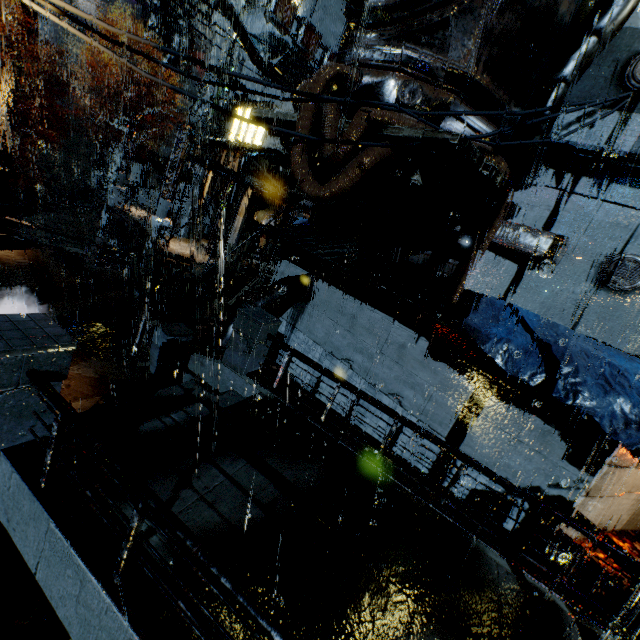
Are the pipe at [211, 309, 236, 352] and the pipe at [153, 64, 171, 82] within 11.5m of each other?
no

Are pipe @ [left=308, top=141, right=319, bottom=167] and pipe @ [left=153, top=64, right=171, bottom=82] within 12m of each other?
no

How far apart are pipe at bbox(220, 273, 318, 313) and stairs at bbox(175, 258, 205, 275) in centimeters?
973cm

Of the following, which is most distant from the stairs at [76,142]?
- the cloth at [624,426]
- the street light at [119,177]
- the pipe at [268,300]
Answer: the cloth at [624,426]

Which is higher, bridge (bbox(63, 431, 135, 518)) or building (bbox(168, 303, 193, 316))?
bridge (bbox(63, 431, 135, 518))

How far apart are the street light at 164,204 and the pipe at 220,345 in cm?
1305

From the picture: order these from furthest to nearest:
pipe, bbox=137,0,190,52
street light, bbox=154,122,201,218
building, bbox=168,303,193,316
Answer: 1. pipe, bbox=137,0,190,52
2. street light, bbox=154,122,201,218
3. building, bbox=168,303,193,316

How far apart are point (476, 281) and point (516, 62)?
5.48m
